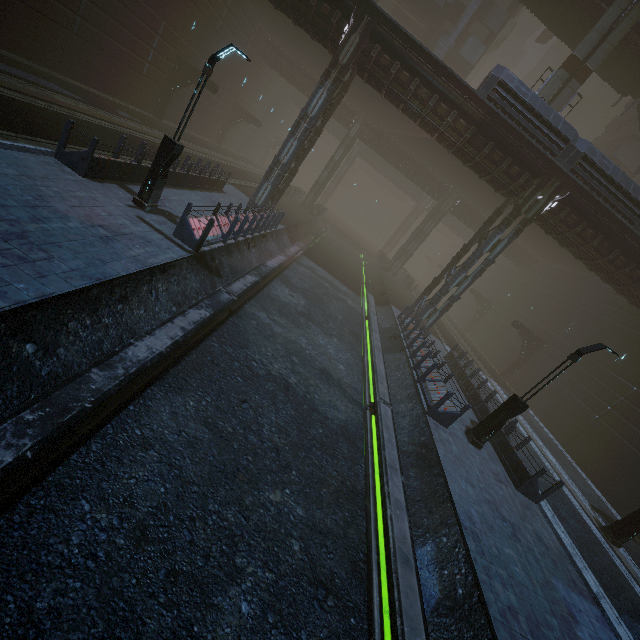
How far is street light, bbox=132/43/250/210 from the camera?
9.2m

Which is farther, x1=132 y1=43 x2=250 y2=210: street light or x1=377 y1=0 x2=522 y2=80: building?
x1=377 y1=0 x2=522 y2=80: building

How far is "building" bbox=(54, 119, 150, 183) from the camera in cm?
967

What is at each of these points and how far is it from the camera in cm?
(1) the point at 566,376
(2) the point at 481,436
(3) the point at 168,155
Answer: (1) building, 2539
(2) street light, 1219
(3) street light, 1012

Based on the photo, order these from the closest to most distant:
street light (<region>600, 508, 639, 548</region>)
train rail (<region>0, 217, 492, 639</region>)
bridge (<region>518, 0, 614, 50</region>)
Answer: train rail (<region>0, 217, 492, 639</region>), street light (<region>600, 508, 639, 548</region>), bridge (<region>518, 0, 614, 50</region>)

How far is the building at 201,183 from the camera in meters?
14.4 m

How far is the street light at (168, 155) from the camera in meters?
9.2 m

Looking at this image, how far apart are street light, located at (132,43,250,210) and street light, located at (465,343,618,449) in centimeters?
1399cm
